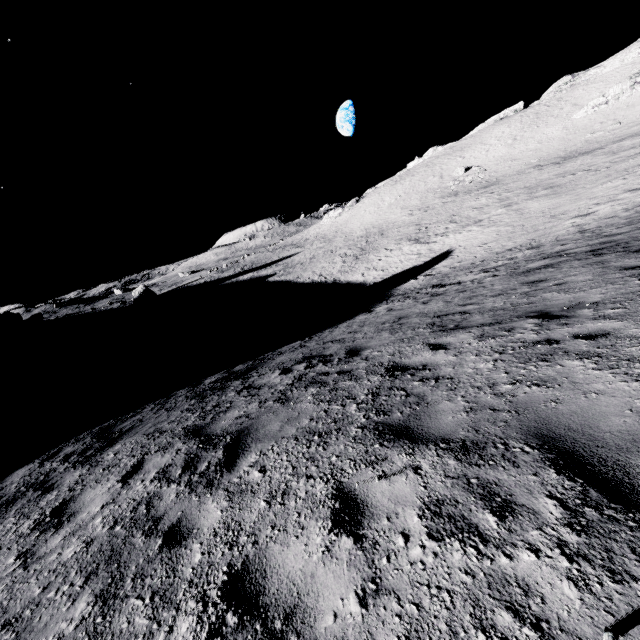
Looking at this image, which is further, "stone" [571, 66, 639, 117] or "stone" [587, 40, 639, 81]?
"stone" [587, 40, 639, 81]

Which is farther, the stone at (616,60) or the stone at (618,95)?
the stone at (616,60)

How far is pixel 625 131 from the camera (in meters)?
40.69

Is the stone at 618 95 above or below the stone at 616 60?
below

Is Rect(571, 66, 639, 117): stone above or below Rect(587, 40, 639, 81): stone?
below
